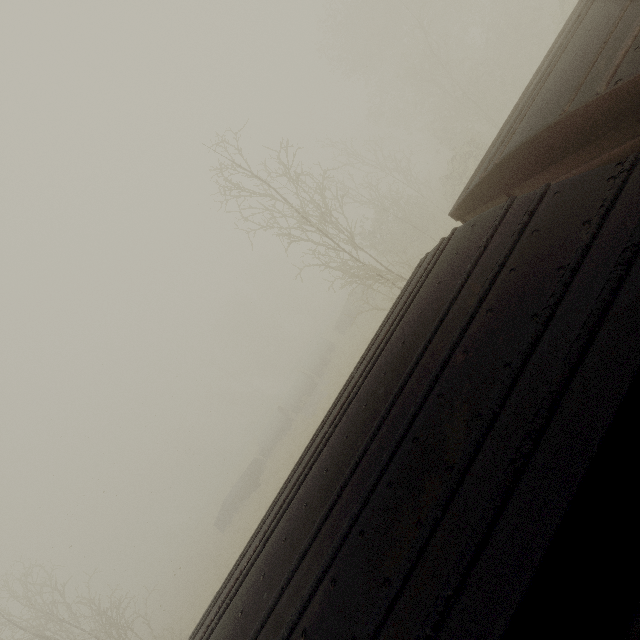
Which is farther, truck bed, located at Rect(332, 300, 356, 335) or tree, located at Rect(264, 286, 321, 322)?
tree, located at Rect(264, 286, 321, 322)

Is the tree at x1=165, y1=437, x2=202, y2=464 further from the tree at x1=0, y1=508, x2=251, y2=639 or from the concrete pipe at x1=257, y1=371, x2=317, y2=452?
the concrete pipe at x1=257, y1=371, x2=317, y2=452

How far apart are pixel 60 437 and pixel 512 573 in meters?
22.5

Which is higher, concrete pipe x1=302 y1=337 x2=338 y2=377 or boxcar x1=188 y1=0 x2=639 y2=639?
boxcar x1=188 y1=0 x2=639 y2=639

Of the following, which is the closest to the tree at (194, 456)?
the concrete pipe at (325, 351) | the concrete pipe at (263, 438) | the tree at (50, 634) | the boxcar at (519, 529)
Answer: the tree at (50, 634)

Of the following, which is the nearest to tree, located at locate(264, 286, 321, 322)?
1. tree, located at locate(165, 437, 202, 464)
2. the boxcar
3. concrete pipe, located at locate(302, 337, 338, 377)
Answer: Result: tree, located at locate(165, 437, 202, 464)

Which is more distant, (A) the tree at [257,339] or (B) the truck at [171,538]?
(A) the tree at [257,339]

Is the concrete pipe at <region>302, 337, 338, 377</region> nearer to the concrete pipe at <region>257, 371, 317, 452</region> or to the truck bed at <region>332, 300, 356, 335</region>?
the concrete pipe at <region>257, 371, 317, 452</region>
